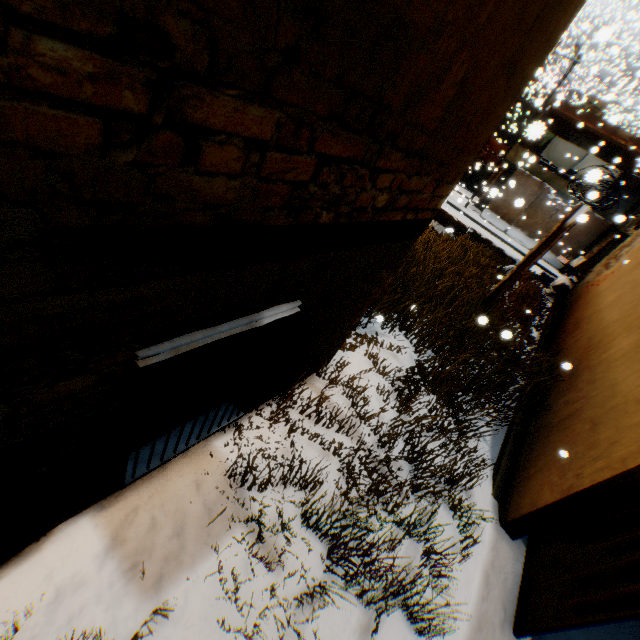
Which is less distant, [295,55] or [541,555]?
[295,55]

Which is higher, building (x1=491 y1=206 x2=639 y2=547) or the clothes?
the clothes

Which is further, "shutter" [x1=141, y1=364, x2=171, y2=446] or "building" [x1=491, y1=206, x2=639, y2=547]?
"building" [x1=491, y1=206, x2=639, y2=547]

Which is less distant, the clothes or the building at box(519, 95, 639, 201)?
the building at box(519, 95, 639, 201)

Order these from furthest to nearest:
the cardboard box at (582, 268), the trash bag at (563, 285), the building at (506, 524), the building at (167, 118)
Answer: the cardboard box at (582, 268)
the trash bag at (563, 285)
the building at (506, 524)
the building at (167, 118)

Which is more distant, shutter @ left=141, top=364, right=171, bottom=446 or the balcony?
the balcony

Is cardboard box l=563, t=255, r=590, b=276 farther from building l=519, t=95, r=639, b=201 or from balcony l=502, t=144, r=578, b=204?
balcony l=502, t=144, r=578, b=204

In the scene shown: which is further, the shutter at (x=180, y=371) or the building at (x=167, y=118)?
the shutter at (x=180, y=371)
